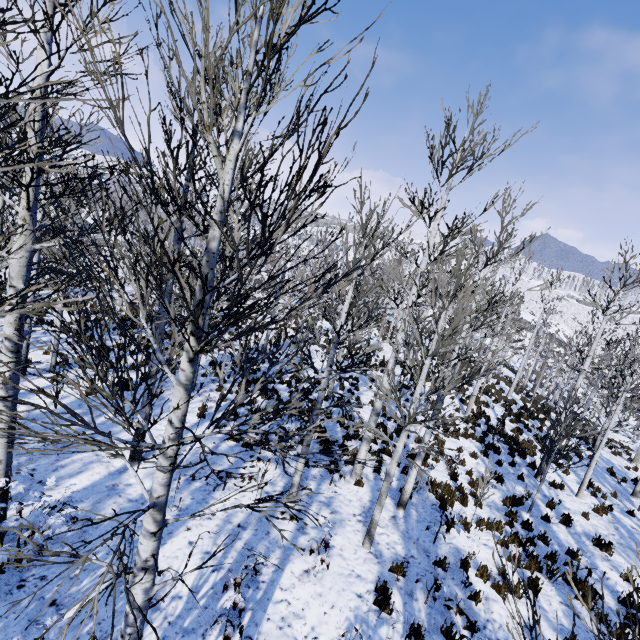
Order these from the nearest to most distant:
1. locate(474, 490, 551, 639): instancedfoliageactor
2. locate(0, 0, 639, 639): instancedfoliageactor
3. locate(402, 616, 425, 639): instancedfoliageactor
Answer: locate(0, 0, 639, 639): instancedfoliageactor, locate(474, 490, 551, 639): instancedfoliageactor, locate(402, 616, 425, 639): instancedfoliageactor

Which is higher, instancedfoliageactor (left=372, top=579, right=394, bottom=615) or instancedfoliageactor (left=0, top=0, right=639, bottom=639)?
instancedfoliageactor (left=0, top=0, right=639, bottom=639)

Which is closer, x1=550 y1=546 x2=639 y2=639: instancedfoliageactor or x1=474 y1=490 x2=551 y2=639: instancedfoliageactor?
x1=550 y1=546 x2=639 y2=639: instancedfoliageactor

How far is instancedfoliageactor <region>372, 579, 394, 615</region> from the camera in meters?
5.5 m

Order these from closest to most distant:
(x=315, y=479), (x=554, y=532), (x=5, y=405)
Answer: (x=5, y=405)
(x=315, y=479)
(x=554, y=532)

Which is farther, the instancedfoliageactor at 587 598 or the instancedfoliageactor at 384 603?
the instancedfoliageactor at 384 603
